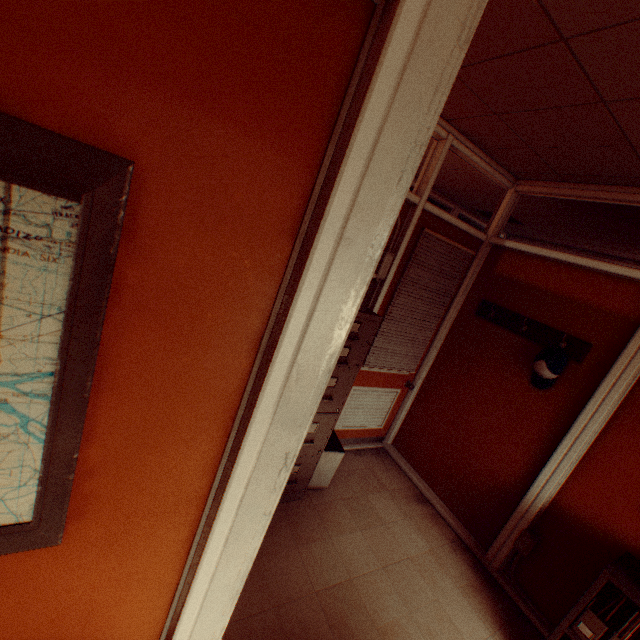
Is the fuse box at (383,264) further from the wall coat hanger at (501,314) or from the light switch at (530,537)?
the light switch at (530,537)

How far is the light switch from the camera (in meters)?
2.77

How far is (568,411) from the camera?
2.8 meters

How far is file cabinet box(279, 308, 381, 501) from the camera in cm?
247

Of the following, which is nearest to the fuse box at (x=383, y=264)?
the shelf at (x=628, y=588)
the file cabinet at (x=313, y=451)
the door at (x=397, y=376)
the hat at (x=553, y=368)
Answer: the door at (x=397, y=376)

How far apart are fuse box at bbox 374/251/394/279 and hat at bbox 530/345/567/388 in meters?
1.5 m

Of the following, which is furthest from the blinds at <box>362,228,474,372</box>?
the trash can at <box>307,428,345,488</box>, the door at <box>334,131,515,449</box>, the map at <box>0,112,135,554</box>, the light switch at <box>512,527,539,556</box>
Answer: the map at <box>0,112,135,554</box>

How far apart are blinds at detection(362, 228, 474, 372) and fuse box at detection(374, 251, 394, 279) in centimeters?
25cm
